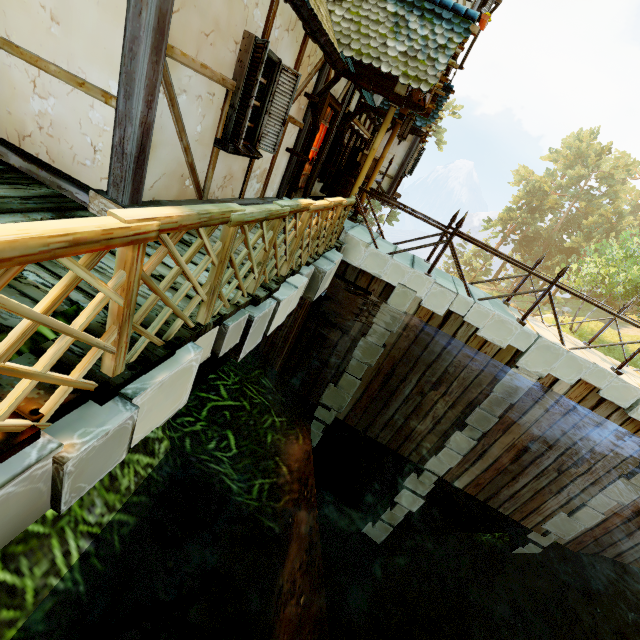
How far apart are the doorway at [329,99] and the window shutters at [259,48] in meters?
2.1

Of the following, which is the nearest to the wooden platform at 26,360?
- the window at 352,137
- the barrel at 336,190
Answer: the barrel at 336,190

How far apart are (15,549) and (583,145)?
61.4m

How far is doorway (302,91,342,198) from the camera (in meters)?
6.62

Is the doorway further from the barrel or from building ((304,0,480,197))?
the barrel

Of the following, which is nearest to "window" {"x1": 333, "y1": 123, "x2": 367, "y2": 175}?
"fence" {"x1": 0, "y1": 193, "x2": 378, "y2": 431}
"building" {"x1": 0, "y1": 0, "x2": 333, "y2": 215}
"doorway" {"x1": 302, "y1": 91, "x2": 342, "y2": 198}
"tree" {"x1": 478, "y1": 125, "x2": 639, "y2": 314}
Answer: "building" {"x1": 0, "y1": 0, "x2": 333, "y2": 215}

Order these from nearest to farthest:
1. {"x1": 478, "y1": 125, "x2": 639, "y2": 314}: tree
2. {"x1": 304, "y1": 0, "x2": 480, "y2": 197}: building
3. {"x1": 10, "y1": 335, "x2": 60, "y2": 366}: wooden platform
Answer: {"x1": 10, "y1": 335, "x2": 60, "y2": 366}: wooden platform < {"x1": 304, "y1": 0, "x2": 480, "y2": 197}: building < {"x1": 478, "y1": 125, "x2": 639, "y2": 314}: tree

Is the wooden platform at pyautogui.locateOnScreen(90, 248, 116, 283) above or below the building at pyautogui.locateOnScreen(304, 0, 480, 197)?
below
